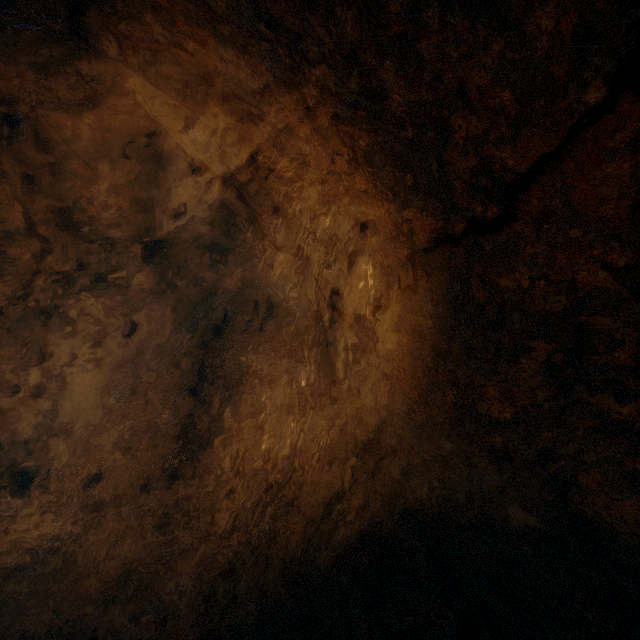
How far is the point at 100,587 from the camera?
2.8 meters
